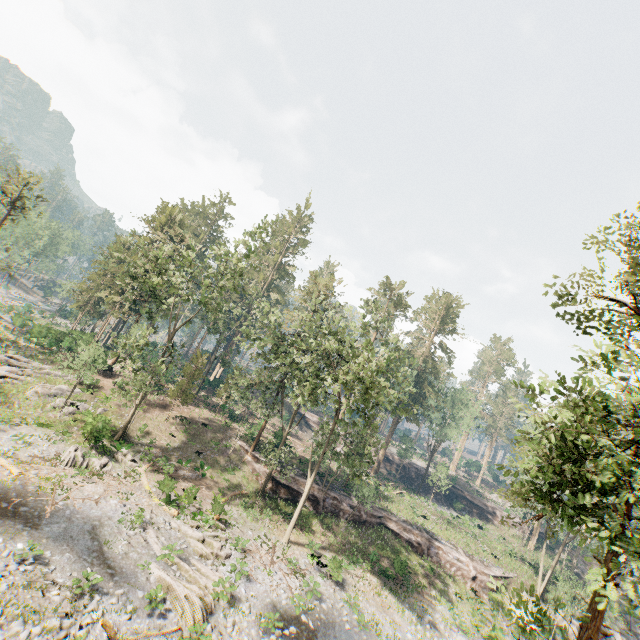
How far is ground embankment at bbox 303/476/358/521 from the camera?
32.0 meters

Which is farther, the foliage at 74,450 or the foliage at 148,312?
the foliage at 148,312

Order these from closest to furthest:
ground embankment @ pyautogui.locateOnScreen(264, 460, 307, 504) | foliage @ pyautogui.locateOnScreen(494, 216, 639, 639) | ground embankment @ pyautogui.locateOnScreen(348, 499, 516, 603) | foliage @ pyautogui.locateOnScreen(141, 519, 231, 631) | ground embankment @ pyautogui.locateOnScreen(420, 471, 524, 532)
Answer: foliage @ pyautogui.locateOnScreen(494, 216, 639, 639)
foliage @ pyautogui.locateOnScreen(141, 519, 231, 631)
ground embankment @ pyautogui.locateOnScreen(264, 460, 307, 504)
ground embankment @ pyautogui.locateOnScreen(348, 499, 516, 603)
ground embankment @ pyautogui.locateOnScreen(420, 471, 524, 532)

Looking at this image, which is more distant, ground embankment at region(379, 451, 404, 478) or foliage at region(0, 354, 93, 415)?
ground embankment at region(379, 451, 404, 478)

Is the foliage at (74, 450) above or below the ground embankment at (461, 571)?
below

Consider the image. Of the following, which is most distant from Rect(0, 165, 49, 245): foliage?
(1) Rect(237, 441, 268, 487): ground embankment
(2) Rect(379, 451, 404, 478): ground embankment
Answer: (2) Rect(379, 451, 404, 478): ground embankment

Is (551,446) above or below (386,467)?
above
